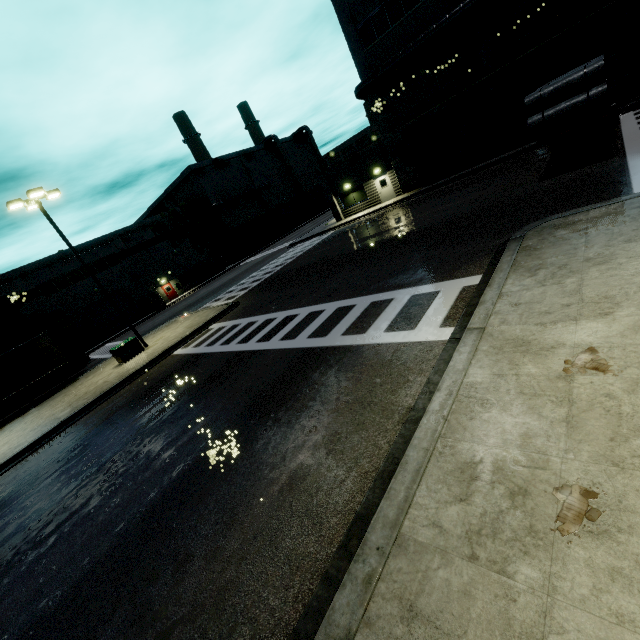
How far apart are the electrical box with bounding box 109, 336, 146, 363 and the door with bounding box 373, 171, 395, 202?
23.4m

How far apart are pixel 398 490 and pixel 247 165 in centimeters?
6139cm

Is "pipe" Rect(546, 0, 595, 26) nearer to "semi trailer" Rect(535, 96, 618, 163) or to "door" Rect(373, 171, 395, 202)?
"semi trailer" Rect(535, 96, 618, 163)

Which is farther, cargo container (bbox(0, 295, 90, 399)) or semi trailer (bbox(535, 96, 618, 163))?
cargo container (bbox(0, 295, 90, 399))

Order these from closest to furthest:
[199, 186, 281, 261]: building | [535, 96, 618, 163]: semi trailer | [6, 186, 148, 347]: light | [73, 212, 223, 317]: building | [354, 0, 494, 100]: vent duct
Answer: [535, 96, 618, 163]: semi trailer → [6, 186, 148, 347]: light → [354, 0, 494, 100]: vent duct → [73, 212, 223, 317]: building → [199, 186, 281, 261]: building

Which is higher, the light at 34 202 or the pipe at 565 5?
the light at 34 202

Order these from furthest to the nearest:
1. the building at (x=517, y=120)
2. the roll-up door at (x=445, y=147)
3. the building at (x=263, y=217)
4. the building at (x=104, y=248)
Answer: the building at (x=263, y=217) → the building at (x=104, y=248) → the roll-up door at (x=445, y=147) → the building at (x=517, y=120)

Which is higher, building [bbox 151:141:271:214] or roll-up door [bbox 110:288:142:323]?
building [bbox 151:141:271:214]
